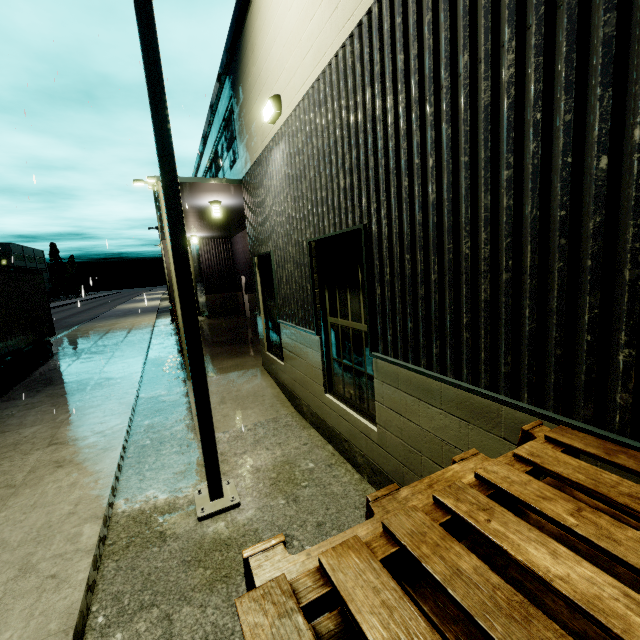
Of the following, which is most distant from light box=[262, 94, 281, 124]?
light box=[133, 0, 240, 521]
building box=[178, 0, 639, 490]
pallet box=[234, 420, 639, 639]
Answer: pallet box=[234, 420, 639, 639]

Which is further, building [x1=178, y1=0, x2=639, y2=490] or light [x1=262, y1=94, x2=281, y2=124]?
light [x1=262, y1=94, x2=281, y2=124]

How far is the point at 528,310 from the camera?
2.1m

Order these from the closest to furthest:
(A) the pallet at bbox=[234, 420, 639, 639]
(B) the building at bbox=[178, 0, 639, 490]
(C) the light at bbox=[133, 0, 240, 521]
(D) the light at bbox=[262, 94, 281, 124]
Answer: (A) the pallet at bbox=[234, 420, 639, 639] → (B) the building at bbox=[178, 0, 639, 490] → (C) the light at bbox=[133, 0, 240, 521] → (D) the light at bbox=[262, 94, 281, 124]

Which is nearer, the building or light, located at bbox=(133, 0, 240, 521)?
the building

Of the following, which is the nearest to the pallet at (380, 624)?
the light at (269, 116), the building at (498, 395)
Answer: the building at (498, 395)

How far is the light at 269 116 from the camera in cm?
520

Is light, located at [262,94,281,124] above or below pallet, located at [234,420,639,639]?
above
